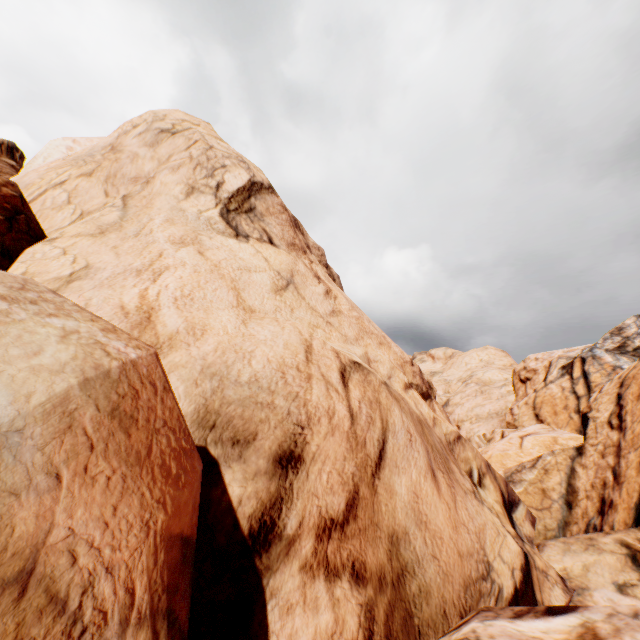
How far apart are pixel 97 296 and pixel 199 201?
4.4 meters
